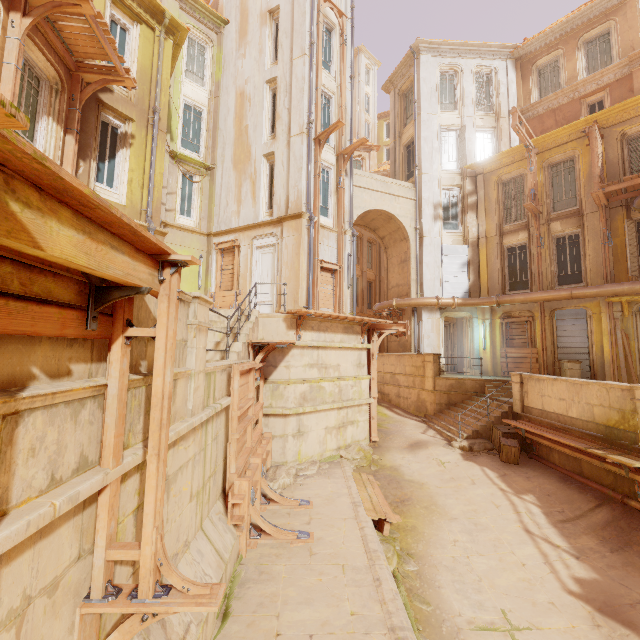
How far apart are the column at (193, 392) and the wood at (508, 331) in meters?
16.7 m

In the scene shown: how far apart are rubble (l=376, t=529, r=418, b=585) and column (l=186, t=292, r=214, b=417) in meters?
4.9

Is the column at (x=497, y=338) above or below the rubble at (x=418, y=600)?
above

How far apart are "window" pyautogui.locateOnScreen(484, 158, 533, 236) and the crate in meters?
10.8

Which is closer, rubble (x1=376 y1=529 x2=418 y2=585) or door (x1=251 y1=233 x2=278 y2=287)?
rubble (x1=376 y1=529 x2=418 y2=585)

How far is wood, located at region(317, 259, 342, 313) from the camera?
14.4m

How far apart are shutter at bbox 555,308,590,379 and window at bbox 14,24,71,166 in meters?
20.5

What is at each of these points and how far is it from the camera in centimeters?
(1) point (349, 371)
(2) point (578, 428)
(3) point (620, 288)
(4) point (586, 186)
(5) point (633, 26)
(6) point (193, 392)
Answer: (1) building, 1241cm
(2) building, 948cm
(3) pipe, 1328cm
(4) window, 1531cm
(5) column, 1608cm
(6) column, 441cm
